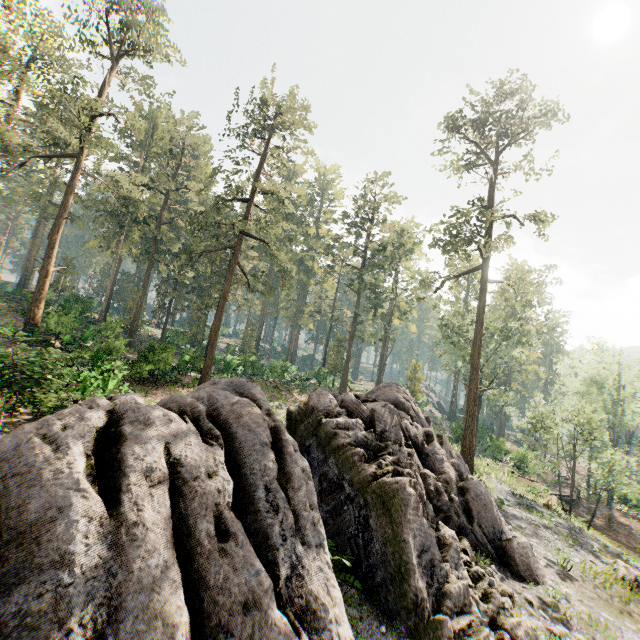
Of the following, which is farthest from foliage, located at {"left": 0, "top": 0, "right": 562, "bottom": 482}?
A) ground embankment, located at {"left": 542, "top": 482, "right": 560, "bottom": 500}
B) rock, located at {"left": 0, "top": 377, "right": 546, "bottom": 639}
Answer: ground embankment, located at {"left": 542, "top": 482, "right": 560, "bottom": 500}

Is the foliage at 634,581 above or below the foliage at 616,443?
below

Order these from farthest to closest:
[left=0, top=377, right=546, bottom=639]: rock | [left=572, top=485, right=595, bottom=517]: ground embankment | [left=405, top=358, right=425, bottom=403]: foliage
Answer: [left=405, top=358, right=425, bottom=403]: foliage < [left=572, top=485, right=595, bottom=517]: ground embankment < [left=0, top=377, right=546, bottom=639]: rock

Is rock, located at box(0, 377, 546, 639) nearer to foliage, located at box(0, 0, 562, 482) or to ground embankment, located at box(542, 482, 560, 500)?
foliage, located at box(0, 0, 562, 482)

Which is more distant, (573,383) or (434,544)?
(573,383)

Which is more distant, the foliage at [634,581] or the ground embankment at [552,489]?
the ground embankment at [552,489]

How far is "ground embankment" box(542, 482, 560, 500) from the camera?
32.6 meters
